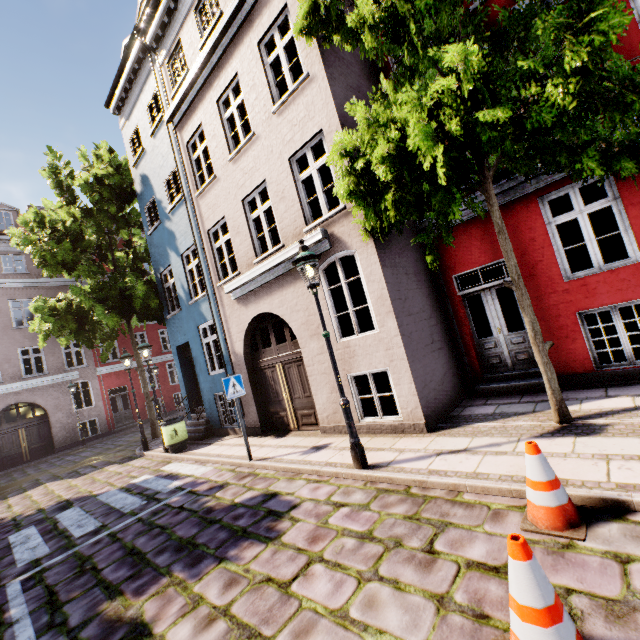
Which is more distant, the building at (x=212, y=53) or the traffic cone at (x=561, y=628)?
the building at (x=212, y=53)

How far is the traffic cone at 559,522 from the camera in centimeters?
288cm

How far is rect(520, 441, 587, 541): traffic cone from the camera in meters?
2.9 m

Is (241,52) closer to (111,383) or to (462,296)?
(462,296)

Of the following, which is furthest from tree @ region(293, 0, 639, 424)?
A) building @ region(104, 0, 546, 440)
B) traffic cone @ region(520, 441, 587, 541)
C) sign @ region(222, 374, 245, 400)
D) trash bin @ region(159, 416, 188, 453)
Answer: trash bin @ region(159, 416, 188, 453)

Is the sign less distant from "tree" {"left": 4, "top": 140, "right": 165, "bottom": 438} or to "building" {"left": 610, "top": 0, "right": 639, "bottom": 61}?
"building" {"left": 610, "top": 0, "right": 639, "bottom": 61}

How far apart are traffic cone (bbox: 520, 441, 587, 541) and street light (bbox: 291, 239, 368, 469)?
2.33m

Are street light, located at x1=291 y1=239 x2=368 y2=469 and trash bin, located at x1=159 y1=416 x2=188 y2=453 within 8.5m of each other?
yes
